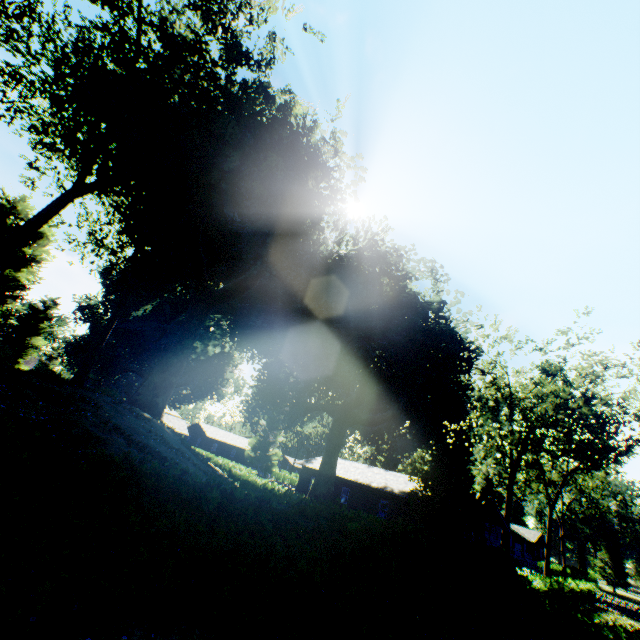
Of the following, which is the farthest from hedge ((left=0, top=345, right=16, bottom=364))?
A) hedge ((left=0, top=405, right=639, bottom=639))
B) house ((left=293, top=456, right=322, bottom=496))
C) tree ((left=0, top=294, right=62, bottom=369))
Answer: tree ((left=0, top=294, right=62, bottom=369))

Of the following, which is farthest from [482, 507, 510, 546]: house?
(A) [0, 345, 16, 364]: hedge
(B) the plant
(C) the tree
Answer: (A) [0, 345, 16, 364]: hedge

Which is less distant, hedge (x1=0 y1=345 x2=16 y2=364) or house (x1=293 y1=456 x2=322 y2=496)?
hedge (x1=0 y1=345 x2=16 y2=364)

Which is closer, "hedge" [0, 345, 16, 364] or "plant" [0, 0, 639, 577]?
"plant" [0, 0, 639, 577]

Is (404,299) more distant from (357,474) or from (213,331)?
(357,474)

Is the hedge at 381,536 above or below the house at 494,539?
below

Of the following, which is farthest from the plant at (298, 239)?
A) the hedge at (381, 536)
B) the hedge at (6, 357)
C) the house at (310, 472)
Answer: the hedge at (6, 357)

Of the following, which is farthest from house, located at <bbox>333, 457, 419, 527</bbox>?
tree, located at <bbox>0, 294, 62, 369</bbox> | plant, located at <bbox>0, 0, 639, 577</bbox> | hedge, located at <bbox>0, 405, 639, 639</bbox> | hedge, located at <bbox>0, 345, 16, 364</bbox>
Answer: hedge, located at <bbox>0, 345, 16, 364</bbox>
